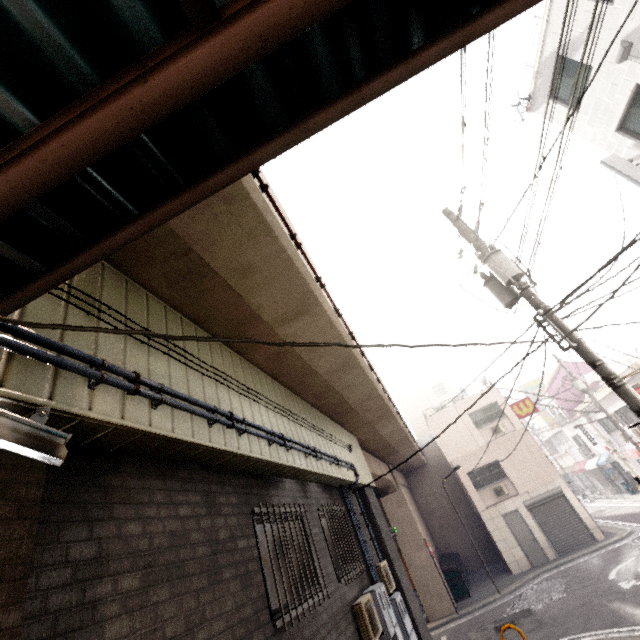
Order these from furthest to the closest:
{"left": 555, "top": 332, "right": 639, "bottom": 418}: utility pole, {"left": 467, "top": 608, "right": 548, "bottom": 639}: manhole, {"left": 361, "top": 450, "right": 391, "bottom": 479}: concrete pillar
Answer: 1. {"left": 361, "top": 450, "right": 391, "bottom": 479}: concrete pillar
2. {"left": 467, "top": 608, "right": 548, "bottom": 639}: manhole
3. {"left": 555, "top": 332, "right": 639, "bottom": 418}: utility pole

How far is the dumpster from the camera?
16.5 meters

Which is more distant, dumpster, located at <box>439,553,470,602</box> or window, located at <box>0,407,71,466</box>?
dumpster, located at <box>439,553,470,602</box>

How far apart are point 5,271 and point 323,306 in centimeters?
407cm

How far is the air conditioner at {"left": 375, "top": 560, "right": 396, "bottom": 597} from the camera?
7.6 meters

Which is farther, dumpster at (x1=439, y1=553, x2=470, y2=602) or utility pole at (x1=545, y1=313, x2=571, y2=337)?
dumpster at (x1=439, y1=553, x2=470, y2=602)

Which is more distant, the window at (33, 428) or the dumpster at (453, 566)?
the dumpster at (453, 566)

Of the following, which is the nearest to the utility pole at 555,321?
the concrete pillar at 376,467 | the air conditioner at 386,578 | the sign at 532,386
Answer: the air conditioner at 386,578
